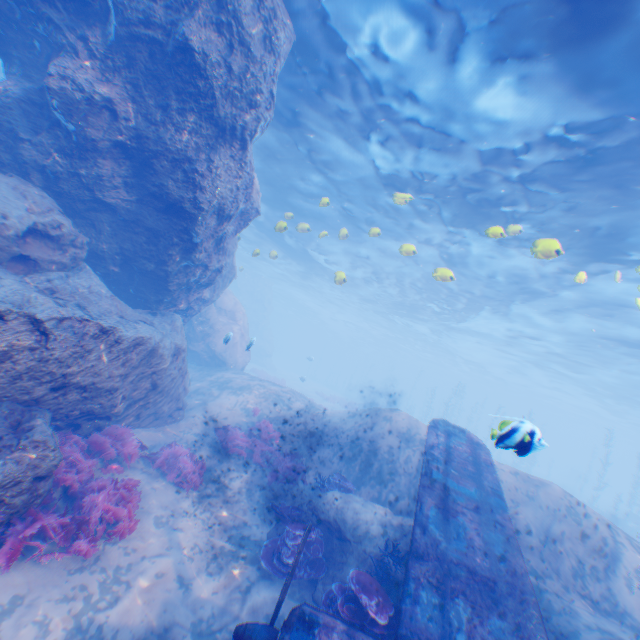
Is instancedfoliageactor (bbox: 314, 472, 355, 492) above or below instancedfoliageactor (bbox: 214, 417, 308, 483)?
above

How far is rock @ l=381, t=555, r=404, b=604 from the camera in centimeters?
640cm

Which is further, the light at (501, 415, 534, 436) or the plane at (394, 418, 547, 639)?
the plane at (394, 418, 547, 639)

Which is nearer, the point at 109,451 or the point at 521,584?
the point at 521,584

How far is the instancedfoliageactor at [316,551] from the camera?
7.21m

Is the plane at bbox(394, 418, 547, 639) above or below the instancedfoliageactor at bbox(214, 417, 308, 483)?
above

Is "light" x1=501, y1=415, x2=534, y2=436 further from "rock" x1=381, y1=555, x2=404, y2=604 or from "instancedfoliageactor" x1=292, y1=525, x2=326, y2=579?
"instancedfoliageactor" x1=292, y1=525, x2=326, y2=579

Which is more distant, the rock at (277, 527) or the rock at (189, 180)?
the rock at (277, 527)
